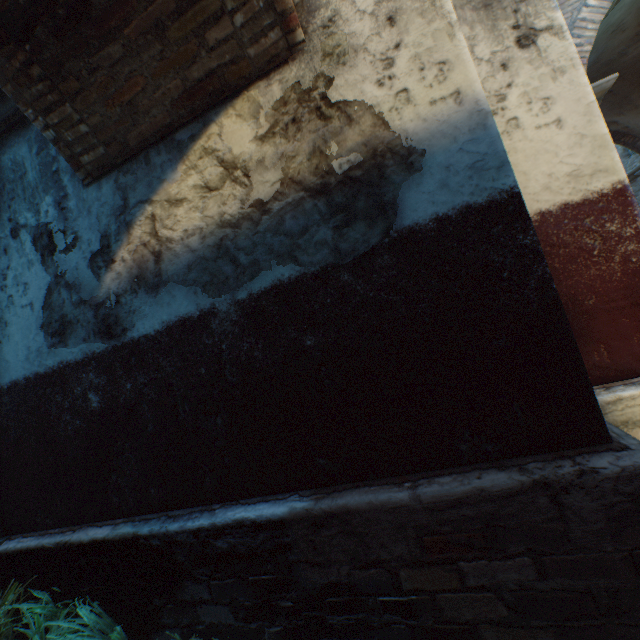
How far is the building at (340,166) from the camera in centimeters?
203cm

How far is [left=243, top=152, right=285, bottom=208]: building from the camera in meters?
2.2 m

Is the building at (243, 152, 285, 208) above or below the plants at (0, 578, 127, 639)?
above

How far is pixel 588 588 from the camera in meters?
1.6 m

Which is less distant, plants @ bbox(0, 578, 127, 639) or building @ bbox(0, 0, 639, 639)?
building @ bbox(0, 0, 639, 639)

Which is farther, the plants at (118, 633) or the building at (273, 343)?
the plants at (118, 633)
